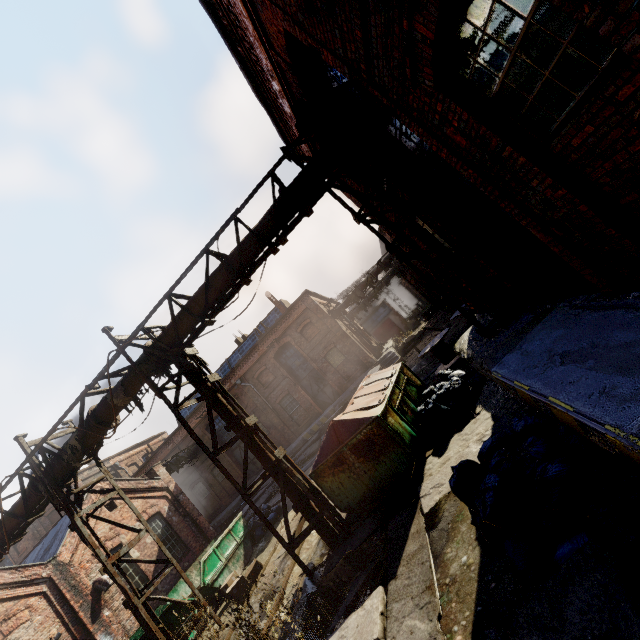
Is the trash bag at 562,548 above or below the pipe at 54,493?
below

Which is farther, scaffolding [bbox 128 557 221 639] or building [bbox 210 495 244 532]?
building [bbox 210 495 244 532]

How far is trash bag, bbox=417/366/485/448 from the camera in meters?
6.9

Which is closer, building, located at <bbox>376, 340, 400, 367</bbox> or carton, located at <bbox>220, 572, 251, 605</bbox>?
carton, located at <bbox>220, 572, 251, 605</bbox>

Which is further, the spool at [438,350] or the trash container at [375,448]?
the spool at [438,350]

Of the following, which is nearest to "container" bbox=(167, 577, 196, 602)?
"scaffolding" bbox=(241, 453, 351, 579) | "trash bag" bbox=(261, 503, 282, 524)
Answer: "trash bag" bbox=(261, 503, 282, 524)

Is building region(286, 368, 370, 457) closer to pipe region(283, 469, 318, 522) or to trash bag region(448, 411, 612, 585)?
pipe region(283, 469, 318, 522)

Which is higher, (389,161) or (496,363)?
(389,161)
